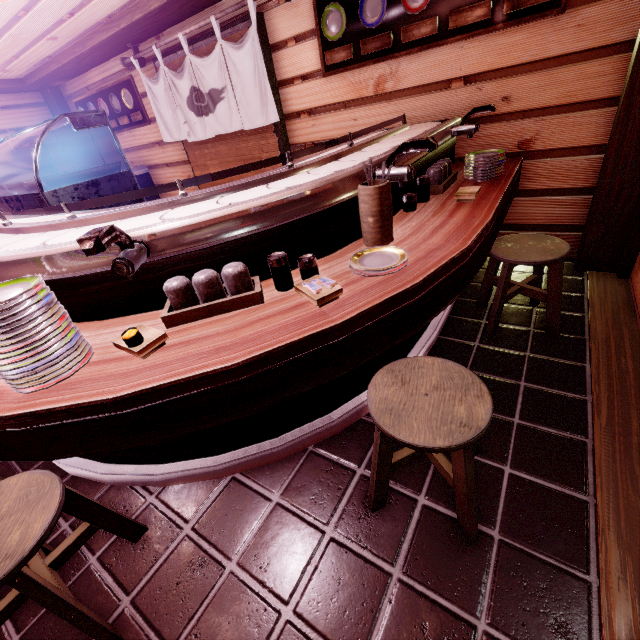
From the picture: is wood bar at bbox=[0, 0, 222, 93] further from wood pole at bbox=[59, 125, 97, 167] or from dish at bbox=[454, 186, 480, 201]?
dish at bbox=[454, 186, 480, 201]

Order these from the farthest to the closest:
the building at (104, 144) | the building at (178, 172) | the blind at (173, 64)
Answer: the building at (104, 144) → the building at (178, 172) → the blind at (173, 64)

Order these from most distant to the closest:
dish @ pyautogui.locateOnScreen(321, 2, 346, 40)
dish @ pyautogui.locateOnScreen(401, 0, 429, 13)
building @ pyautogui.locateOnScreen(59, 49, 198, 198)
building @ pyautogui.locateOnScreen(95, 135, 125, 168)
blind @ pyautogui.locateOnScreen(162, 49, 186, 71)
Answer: building @ pyautogui.locateOnScreen(95, 135, 125, 168) → building @ pyautogui.locateOnScreen(59, 49, 198, 198) → blind @ pyautogui.locateOnScreen(162, 49, 186, 71) → dish @ pyautogui.locateOnScreen(321, 2, 346, 40) → dish @ pyautogui.locateOnScreen(401, 0, 429, 13)

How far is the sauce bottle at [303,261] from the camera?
2.8 meters

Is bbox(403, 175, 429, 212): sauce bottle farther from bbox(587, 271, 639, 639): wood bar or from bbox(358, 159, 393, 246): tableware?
bbox(587, 271, 639, 639): wood bar

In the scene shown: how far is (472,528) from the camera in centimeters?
246cm

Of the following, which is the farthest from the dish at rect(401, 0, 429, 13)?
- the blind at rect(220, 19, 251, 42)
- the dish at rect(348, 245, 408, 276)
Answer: the dish at rect(348, 245, 408, 276)

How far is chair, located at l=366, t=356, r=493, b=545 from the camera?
2.1m
